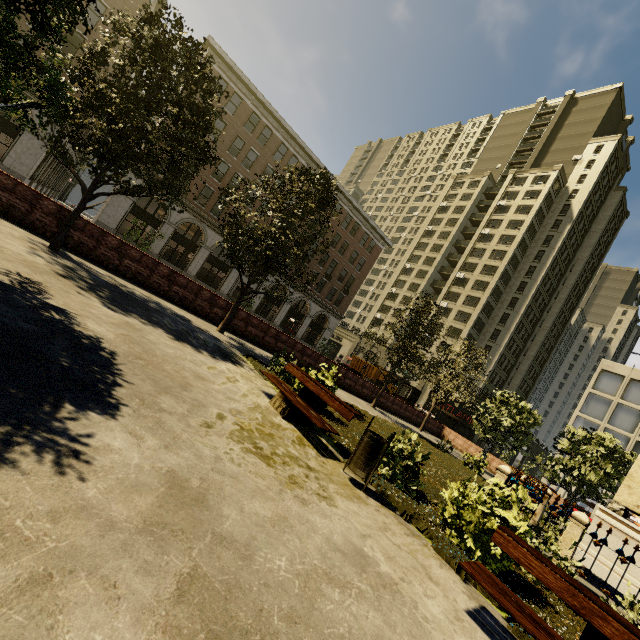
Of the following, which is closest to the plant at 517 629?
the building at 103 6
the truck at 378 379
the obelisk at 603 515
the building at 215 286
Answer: the obelisk at 603 515

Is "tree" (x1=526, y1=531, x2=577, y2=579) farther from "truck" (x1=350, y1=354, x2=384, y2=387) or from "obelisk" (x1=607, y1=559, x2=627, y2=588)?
"truck" (x1=350, y1=354, x2=384, y2=387)

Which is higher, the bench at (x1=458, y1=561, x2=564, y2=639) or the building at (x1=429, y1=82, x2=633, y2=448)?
the building at (x1=429, y1=82, x2=633, y2=448)

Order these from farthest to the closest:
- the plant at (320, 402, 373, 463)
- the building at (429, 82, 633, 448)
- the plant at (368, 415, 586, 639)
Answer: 1. the building at (429, 82, 633, 448)
2. the plant at (320, 402, 373, 463)
3. the plant at (368, 415, 586, 639)

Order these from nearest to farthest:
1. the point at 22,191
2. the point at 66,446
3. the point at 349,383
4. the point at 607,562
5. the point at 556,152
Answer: the point at 66,446 < the point at 607,562 < the point at 22,191 < the point at 349,383 < the point at 556,152

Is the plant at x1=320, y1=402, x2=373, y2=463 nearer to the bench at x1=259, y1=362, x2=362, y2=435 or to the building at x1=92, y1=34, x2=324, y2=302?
the bench at x1=259, y1=362, x2=362, y2=435

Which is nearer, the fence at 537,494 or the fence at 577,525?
the fence at 577,525

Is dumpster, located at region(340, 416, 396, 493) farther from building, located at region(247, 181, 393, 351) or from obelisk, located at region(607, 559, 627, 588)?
building, located at region(247, 181, 393, 351)
